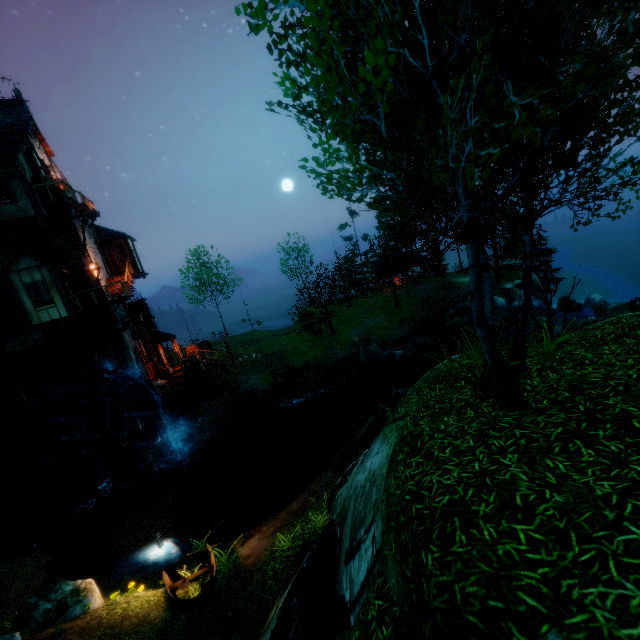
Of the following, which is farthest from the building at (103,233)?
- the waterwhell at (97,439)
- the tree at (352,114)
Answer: the tree at (352,114)

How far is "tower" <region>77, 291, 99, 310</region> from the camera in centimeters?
1985cm

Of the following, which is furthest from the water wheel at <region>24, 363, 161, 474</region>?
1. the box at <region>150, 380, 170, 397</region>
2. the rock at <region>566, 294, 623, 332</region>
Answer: the rock at <region>566, 294, 623, 332</region>

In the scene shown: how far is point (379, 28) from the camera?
2.9 meters

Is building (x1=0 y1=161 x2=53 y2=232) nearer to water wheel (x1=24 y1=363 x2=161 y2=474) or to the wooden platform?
the wooden platform

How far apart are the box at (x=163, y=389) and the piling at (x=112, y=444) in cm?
409

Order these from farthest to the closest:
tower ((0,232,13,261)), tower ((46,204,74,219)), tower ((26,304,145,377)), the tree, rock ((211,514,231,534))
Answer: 1. tower ((26,304,145,377))
2. tower ((46,204,74,219))
3. tower ((0,232,13,261))
4. rock ((211,514,231,534))
5. the tree

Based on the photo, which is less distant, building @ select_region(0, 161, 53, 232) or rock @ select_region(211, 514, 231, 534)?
rock @ select_region(211, 514, 231, 534)
